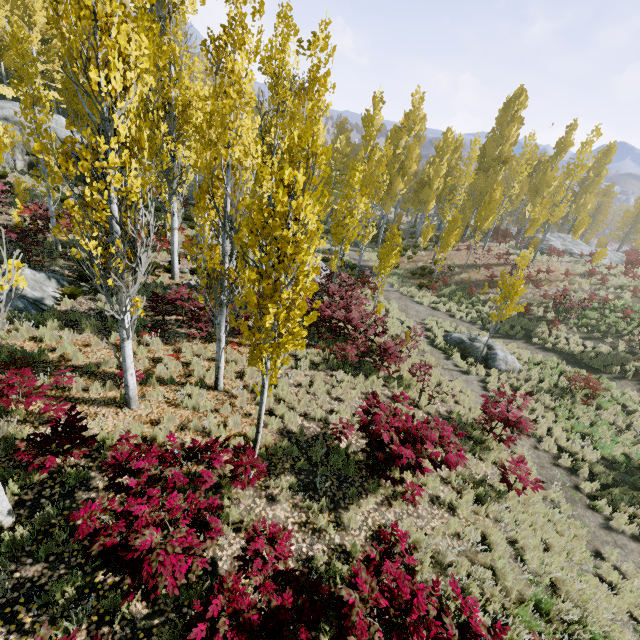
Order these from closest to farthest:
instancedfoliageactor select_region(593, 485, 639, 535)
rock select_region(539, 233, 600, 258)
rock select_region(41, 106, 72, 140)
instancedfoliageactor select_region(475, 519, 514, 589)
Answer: instancedfoliageactor select_region(475, 519, 514, 589)
instancedfoliageactor select_region(593, 485, 639, 535)
rock select_region(41, 106, 72, 140)
rock select_region(539, 233, 600, 258)

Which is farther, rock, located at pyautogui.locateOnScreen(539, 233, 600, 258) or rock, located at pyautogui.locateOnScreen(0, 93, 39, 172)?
rock, located at pyautogui.locateOnScreen(539, 233, 600, 258)

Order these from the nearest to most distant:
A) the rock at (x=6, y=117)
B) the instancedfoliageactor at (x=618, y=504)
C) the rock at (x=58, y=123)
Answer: the instancedfoliageactor at (x=618, y=504) < the rock at (x=6, y=117) < the rock at (x=58, y=123)

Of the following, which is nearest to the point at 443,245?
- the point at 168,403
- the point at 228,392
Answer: the point at 228,392

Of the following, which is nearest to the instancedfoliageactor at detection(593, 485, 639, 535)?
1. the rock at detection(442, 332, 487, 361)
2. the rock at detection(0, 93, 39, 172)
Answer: the rock at detection(0, 93, 39, 172)

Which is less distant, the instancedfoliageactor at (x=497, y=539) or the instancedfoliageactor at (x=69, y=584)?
the instancedfoliageactor at (x=69, y=584)

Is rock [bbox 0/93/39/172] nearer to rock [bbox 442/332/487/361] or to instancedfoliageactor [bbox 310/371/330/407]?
instancedfoliageactor [bbox 310/371/330/407]

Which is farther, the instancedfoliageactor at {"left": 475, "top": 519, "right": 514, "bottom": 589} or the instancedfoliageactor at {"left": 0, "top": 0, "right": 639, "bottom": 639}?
the instancedfoliageactor at {"left": 475, "top": 519, "right": 514, "bottom": 589}
